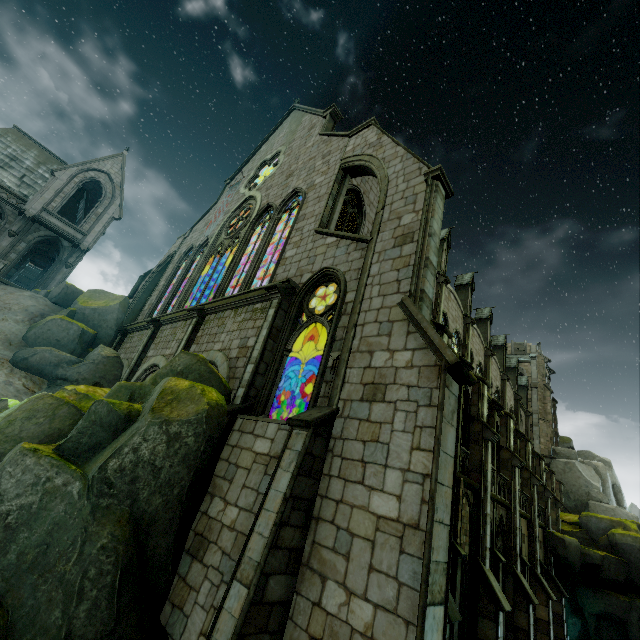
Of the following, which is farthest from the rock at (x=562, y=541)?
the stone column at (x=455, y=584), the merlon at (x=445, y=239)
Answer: the merlon at (x=445, y=239)

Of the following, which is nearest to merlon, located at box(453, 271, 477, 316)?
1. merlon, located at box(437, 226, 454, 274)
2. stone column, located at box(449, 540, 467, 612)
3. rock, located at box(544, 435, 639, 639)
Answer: merlon, located at box(437, 226, 454, 274)

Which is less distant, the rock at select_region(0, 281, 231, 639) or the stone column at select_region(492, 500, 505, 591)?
the rock at select_region(0, 281, 231, 639)

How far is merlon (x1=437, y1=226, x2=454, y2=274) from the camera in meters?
23.7 m

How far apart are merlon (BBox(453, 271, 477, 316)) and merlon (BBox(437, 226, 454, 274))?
4.6 meters

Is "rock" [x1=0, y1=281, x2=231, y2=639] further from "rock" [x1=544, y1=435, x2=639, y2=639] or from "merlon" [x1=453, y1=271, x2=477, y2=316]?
"merlon" [x1=453, y1=271, x2=477, y2=316]

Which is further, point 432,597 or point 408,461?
point 408,461

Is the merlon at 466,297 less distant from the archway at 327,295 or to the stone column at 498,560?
the archway at 327,295
